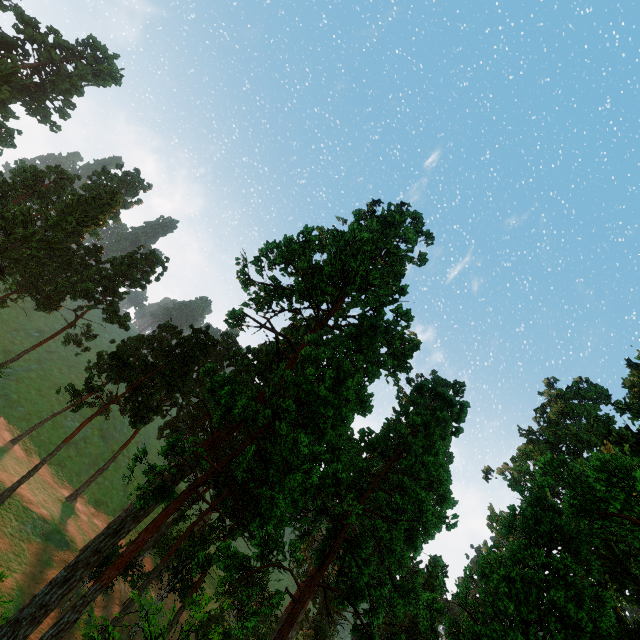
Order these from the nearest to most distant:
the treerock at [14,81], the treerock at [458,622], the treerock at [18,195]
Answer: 1. the treerock at [458,622]
2. the treerock at [18,195]
3. the treerock at [14,81]

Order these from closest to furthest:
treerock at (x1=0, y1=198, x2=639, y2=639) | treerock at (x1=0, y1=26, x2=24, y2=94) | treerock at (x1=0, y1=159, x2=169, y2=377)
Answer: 1. treerock at (x1=0, y1=198, x2=639, y2=639)
2. treerock at (x1=0, y1=159, x2=169, y2=377)
3. treerock at (x1=0, y1=26, x2=24, y2=94)

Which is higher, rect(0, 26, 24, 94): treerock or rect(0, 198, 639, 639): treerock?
rect(0, 26, 24, 94): treerock

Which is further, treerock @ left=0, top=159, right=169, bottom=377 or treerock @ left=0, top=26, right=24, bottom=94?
treerock @ left=0, top=26, right=24, bottom=94

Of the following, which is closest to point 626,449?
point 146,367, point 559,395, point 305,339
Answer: point 559,395

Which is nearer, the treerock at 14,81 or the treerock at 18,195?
the treerock at 18,195
